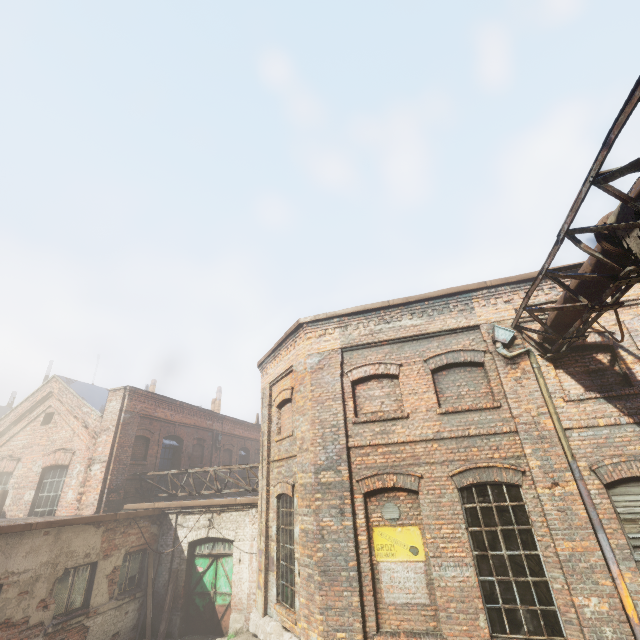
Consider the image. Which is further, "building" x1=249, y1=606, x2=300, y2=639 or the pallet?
the pallet

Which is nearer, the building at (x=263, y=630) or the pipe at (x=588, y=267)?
the pipe at (x=588, y=267)

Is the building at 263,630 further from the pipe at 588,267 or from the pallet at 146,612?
the pipe at 588,267

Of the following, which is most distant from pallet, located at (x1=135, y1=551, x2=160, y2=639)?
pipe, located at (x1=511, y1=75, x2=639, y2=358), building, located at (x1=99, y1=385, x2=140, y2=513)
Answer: pipe, located at (x1=511, y1=75, x2=639, y2=358)

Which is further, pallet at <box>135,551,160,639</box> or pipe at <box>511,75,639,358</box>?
pallet at <box>135,551,160,639</box>

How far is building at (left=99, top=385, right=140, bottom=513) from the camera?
12.07m

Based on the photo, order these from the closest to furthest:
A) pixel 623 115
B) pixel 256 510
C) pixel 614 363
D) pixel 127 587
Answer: pixel 623 115 → pixel 614 363 → pixel 127 587 → pixel 256 510

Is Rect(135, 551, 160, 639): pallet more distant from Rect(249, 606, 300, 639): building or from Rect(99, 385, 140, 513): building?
Rect(249, 606, 300, 639): building
